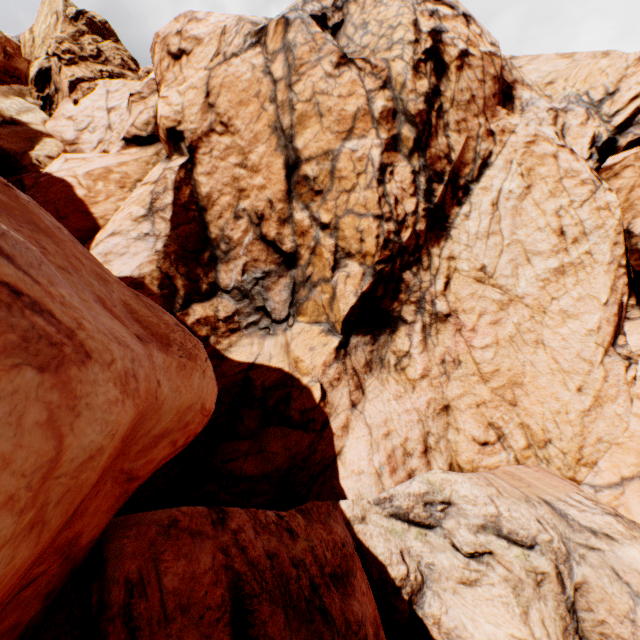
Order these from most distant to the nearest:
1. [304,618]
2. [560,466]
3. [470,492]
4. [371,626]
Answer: [560,466] → [470,492] → [371,626] → [304,618]
